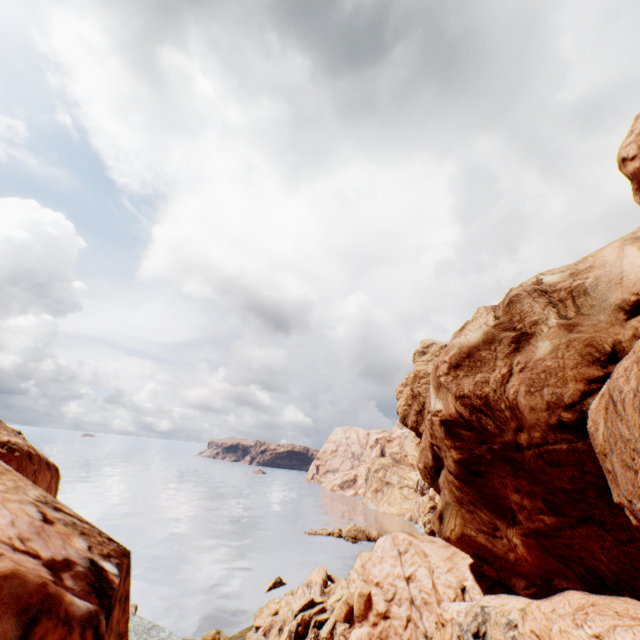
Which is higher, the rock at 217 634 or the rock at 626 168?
the rock at 626 168

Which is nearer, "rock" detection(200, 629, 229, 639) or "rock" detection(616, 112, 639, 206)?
"rock" detection(616, 112, 639, 206)

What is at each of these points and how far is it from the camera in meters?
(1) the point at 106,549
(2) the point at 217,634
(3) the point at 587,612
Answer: (1) rock, 7.4
(2) rock, 28.6
(3) rock, 12.2

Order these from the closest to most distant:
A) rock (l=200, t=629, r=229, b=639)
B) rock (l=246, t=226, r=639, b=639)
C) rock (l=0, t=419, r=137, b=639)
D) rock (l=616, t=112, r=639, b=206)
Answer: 1. rock (l=0, t=419, r=137, b=639)
2. rock (l=246, t=226, r=639, b=639)
3. rock (l=616, t=112, r=639, b=206)
4. rock (l=200, t=629, r=229, b=639)

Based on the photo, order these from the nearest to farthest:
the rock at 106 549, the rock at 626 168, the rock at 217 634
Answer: the rock at 106 549 < the rock at 626 168 < the rock at 217 634
